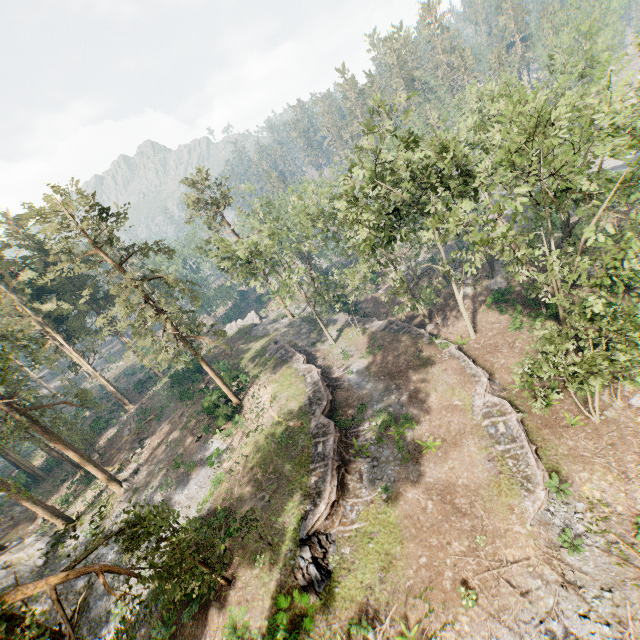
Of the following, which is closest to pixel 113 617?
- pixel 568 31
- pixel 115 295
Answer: pixel 115 295

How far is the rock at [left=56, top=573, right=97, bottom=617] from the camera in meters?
22.2

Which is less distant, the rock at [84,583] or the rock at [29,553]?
the rock at [84,583]

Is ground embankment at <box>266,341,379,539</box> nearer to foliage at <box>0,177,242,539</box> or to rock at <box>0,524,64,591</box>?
foliage at <box>0,177,242,539</box>

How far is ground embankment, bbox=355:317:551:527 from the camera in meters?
17.7

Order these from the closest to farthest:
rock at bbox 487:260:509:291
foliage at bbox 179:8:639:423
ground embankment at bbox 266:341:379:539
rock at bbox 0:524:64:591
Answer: foliage at bbox 179:8:639:423
ground embankment at bbox 266:341:379:539
rock at bbox 0:524:64:591
rock at bbox 487:260:509:291

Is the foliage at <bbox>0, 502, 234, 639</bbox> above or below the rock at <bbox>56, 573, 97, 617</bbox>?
above

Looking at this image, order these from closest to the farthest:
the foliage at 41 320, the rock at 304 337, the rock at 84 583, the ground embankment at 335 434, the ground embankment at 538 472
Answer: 1. the ground embankment at 538 472
2. the ground embankment at 335 434
3. the rock at 84 583
4. the foliage at 41 320
5. the rock at 304 337
